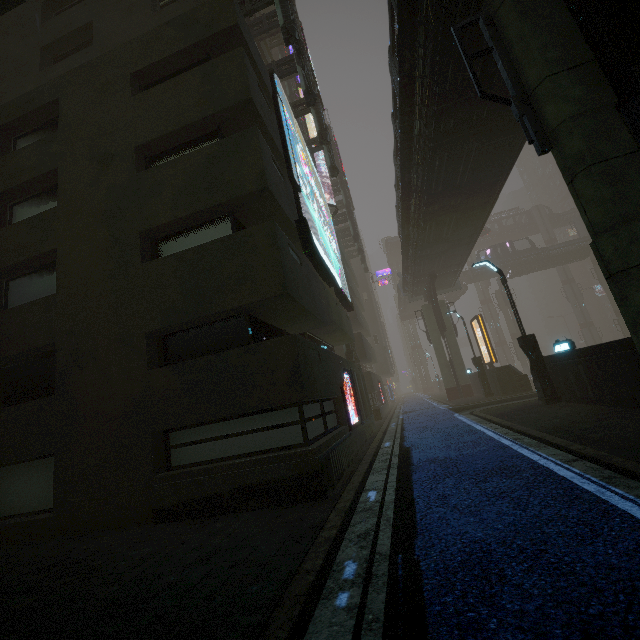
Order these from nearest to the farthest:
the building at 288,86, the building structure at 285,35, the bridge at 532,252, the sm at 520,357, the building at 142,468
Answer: the building at 142,468 < the building structure at 285,35 < the building at 288,86 < the bridge at 532,252 < the sm at 520,357

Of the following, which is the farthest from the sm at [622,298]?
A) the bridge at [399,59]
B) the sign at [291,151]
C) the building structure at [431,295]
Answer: the sign at [291,151]

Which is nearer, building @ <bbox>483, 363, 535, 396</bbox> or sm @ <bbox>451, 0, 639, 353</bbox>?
sm @ <bbox>451, 0, 639, 353</bbox>

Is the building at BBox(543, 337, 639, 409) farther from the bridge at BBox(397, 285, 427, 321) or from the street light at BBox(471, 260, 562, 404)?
the bridge at BBox(397, 285, 427, 321)

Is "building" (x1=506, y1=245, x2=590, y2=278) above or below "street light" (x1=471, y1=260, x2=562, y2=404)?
above

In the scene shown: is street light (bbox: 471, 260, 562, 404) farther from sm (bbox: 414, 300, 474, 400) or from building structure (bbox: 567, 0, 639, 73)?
sm (bbox: 414, 300, 474, 400)

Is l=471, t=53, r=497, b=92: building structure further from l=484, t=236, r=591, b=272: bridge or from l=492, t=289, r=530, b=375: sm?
l=484, t=236, r=591, b=272: bridge

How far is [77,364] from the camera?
8.7m
